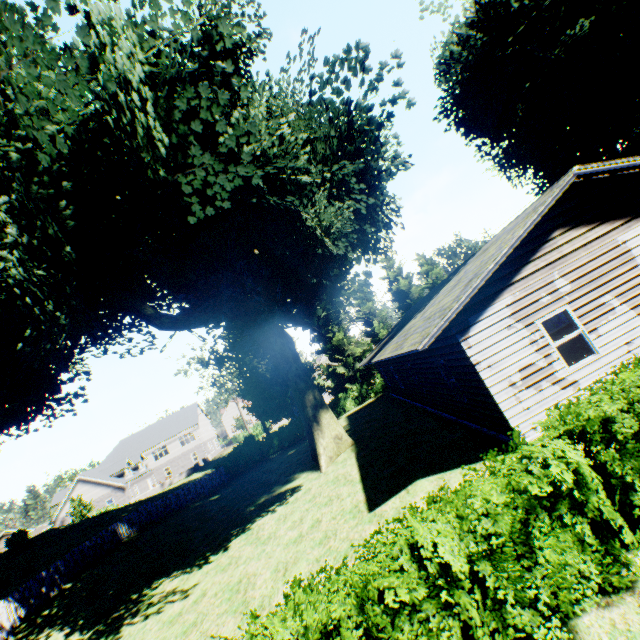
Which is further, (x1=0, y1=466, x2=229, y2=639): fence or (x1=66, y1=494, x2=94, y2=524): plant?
(x1=66, y1=494, x2=94, y2=524): plant

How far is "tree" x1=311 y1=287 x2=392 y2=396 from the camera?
34.1 meters

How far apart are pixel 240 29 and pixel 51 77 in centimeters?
558cm

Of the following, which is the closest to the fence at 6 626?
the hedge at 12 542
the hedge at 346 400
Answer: the hedge at 346 400

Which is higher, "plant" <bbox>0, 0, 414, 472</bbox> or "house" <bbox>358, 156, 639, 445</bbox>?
"plant" <bbox>0, 0, 414, 472</bbox>

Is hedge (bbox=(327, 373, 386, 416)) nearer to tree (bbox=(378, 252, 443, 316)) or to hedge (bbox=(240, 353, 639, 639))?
tree (bbox=(378, 252, 443, 316))

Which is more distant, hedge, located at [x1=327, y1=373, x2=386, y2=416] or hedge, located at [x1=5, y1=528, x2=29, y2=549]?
hedge, located at [x1=327, y1=373, x2=386, y2=416]

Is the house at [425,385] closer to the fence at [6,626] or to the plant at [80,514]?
the plant at [80,514]
